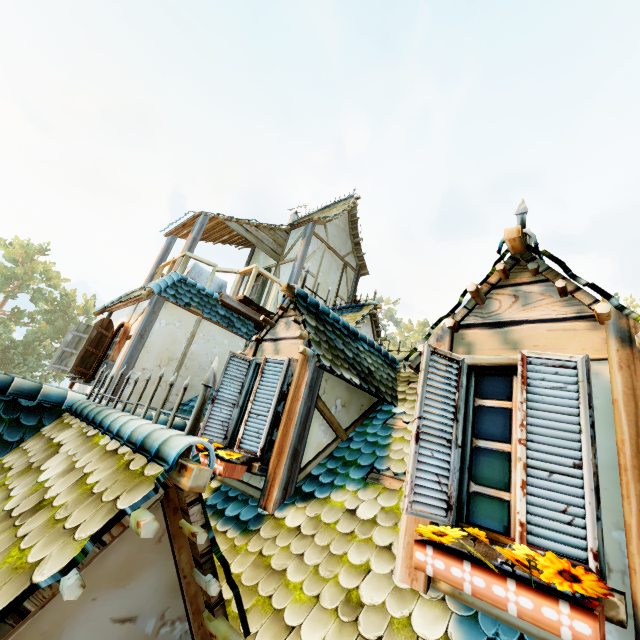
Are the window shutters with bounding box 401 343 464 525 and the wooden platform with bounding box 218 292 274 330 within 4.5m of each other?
no

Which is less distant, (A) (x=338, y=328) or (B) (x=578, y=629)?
(B) (x=578, y=629)

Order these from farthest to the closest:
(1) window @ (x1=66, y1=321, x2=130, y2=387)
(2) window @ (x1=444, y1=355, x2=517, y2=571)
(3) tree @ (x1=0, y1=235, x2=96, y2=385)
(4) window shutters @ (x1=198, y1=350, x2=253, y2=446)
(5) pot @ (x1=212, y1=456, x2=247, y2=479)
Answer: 1. (3) tree @ (x1=0, y1=235, x2=96, y2=385)
2. (1) window @ (x1=66, y1=321, x2=130, y2=387)
3. (4) window shutters @ (x1=198, y1=350, x2=253, y2=446)
4. (5) pot @ (x1=212, y1=456, x2=247, y2=479)
5. (2) window @ (x1=444, y1=355, x2=517, y2=571)

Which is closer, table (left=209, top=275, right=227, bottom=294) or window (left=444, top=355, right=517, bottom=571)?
window (left=444, top=355, right=517, bottom=571)

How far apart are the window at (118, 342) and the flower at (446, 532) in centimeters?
716cm

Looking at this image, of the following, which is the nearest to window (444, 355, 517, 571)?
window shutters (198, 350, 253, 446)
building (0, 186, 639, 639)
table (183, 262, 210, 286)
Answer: building (0, 186, 639, 639)

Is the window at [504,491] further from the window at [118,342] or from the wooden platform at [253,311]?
the window at [118,342]

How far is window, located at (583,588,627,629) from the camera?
1.4 meters
